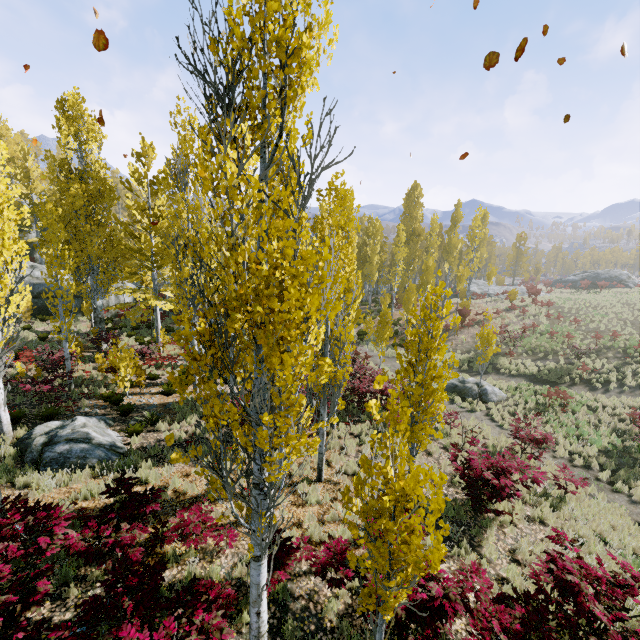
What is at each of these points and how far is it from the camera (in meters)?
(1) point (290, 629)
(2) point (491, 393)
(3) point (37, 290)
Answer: (1) instancedfoliageactor, 5.50
(2) rock, 18.06
(3) rock, 24.00

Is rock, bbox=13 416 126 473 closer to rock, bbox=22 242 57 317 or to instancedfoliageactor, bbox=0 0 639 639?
instancedfoliageactor, bbox=0 0 639 639

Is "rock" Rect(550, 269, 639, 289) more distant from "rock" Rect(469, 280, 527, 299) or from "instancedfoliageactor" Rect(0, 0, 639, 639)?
"rock" Rect(469, 280, 527, 299)

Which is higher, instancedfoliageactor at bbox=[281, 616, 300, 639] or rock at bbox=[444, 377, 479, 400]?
instancedfoliageactor at bbox=[281, 616, 300, 639]

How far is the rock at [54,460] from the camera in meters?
9.1

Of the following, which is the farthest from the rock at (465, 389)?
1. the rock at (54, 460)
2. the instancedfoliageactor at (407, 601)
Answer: the rock at (54, 460)

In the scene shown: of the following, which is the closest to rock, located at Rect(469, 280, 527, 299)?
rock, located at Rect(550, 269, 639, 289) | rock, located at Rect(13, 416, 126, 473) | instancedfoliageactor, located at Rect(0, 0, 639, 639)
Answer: instancedfoliageactor, located at Rect(0, 0, 639, 639)
